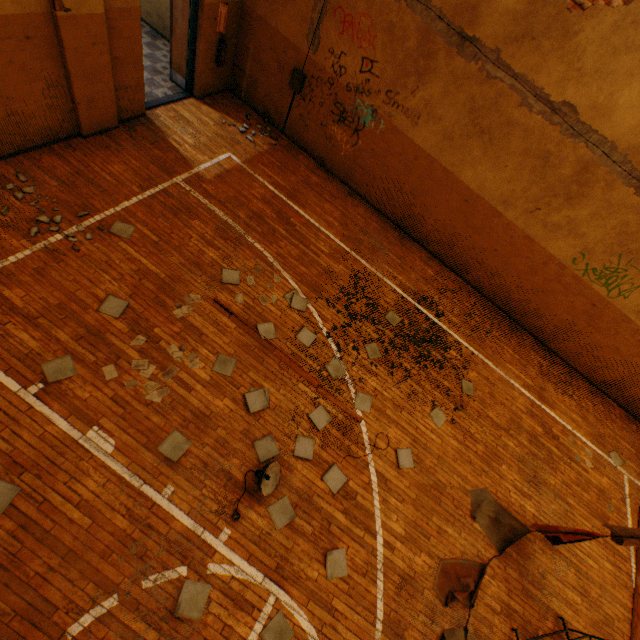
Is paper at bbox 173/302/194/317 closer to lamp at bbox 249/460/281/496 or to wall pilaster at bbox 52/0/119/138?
lamp at bbox 249/460/281/496

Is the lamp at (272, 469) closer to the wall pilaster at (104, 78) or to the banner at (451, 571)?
the banner at (451, 571)

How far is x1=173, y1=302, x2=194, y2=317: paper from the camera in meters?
5.4 m

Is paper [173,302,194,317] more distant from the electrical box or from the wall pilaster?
the electrical box

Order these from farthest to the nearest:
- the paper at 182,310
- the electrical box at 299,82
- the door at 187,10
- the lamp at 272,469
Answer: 1. the electrical box at 299,82
2. the door at 187,10
3. the paper at 182,310
4. the lamp at 272,469

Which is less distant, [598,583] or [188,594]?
[188,594]

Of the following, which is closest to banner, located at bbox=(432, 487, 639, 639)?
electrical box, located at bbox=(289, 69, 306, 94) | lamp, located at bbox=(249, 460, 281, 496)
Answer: lamp, located at bbox=(249, 460, 281, 496)

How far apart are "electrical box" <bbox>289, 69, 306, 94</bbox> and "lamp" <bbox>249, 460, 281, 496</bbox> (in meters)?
8.29
